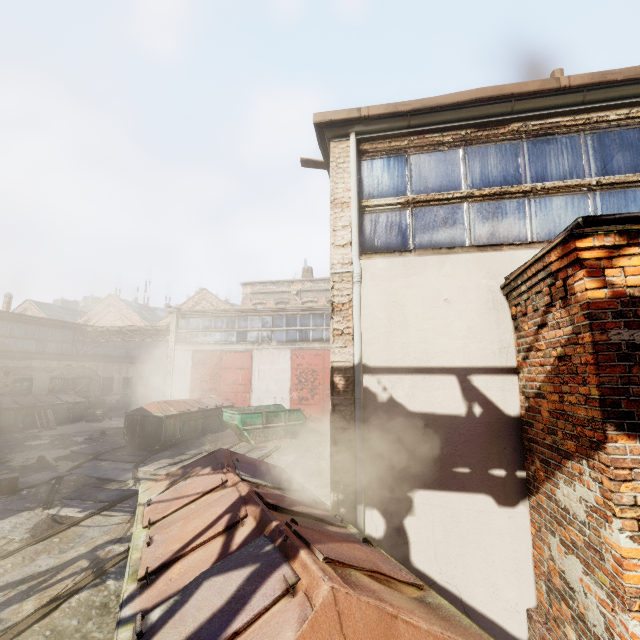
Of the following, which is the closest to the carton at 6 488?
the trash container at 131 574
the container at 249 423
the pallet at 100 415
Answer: the trash container at 131 574

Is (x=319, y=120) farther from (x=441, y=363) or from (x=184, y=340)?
(x=184, y=340)

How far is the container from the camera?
13.31m

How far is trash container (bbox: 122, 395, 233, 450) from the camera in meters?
12.8

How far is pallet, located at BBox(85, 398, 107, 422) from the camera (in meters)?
19.48

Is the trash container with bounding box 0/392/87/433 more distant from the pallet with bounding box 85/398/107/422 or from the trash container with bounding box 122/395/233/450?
the trash container with bounding box 122/395/233/450

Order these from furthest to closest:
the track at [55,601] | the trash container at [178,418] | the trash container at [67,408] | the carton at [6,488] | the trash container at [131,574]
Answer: the trash container at [67,408]
the trash container at [178,418]
the carton at [6,488]
the track at [55,601]
the trash container at [131,574]

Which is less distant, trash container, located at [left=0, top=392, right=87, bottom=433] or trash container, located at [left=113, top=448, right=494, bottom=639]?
trash container, located at [left=113, top=448, right=494, bottom=639]
